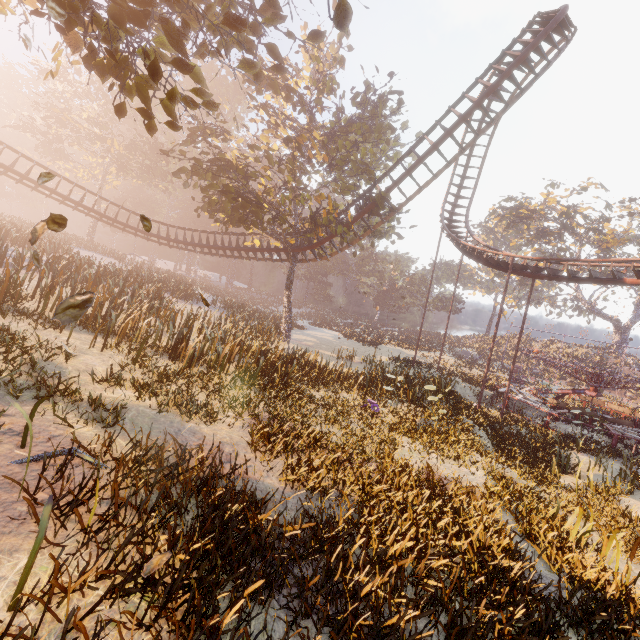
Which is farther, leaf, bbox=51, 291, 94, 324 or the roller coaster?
the roller coaster

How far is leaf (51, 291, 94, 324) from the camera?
2.7m

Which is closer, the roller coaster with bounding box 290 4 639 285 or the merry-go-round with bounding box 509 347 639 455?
the roller coaster with bounding box 290 4 639 285

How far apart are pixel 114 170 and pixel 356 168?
35.5m

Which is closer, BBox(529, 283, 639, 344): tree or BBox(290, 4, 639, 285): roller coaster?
BBox(290, 4, 639, 285): roller coaster

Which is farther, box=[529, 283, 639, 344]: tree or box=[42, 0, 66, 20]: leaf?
box=[529, 283, 639, 344]: tree

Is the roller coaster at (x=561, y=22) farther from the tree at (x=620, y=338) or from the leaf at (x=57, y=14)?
the tree at (x=620, y=338)

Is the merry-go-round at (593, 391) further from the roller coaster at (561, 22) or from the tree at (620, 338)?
the tree at (620, 338)
